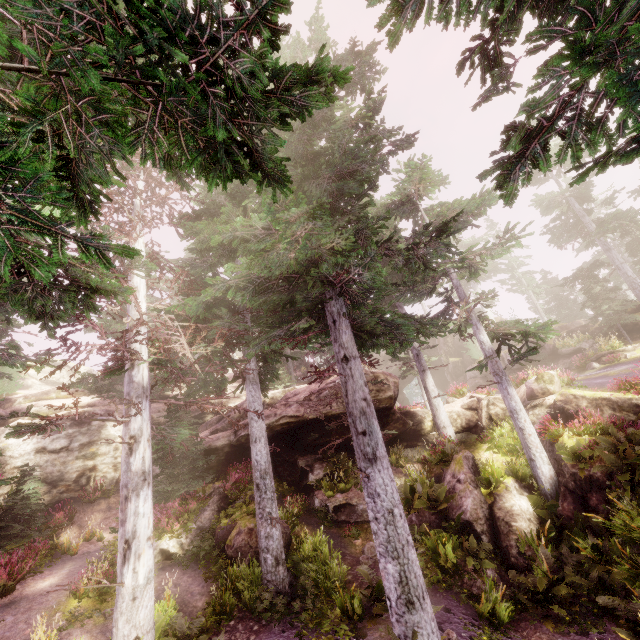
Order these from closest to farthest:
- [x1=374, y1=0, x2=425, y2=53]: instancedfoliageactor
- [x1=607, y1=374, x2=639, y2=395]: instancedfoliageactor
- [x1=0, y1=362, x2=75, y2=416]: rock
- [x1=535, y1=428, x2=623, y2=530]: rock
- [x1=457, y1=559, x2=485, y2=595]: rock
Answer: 1. [x1=374, y1=0, x2=425, y2=53]: instancedfoliageactor
2. [x1=457, y1=559, x2=485, y2=595]: rock
3. [x1=535, y1=428, x2=623, y2=530]: rock
4. [x1=607, y1=374, x2=639, y2=395]: instancedfoliageactor
5. [x1=0, y1=362, x2=75, y2=416]: rock

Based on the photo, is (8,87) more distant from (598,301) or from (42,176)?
(598,301)

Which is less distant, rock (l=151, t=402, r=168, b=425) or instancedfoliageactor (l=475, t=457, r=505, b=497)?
instancedfoliageactor (l=475, t=457, r=505, b=497)

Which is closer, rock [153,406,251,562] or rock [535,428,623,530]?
rock [535,428,623,530]

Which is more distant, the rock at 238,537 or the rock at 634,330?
the rock at 634,330

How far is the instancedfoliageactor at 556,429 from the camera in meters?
12.9 m

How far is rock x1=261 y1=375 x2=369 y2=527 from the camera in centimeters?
1494cm
